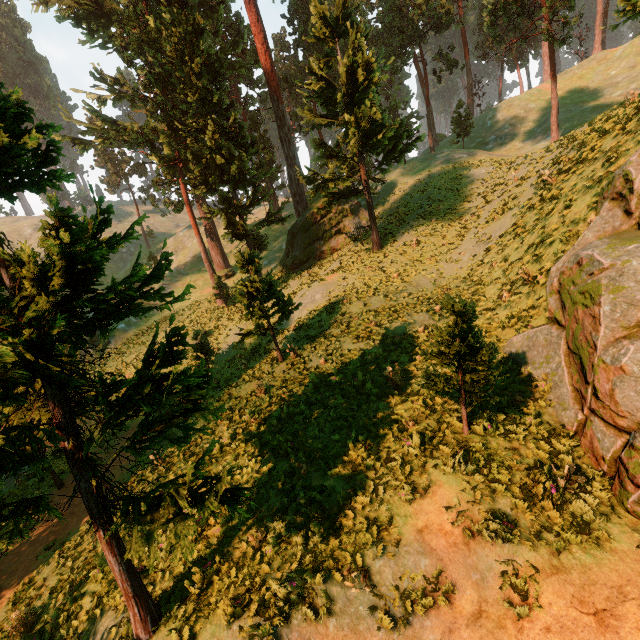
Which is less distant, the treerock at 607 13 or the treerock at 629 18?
the treerock at 629 18

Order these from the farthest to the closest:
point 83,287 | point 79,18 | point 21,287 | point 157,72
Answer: point 79,18 → point 157,72 → point 21,287 → point 83,287

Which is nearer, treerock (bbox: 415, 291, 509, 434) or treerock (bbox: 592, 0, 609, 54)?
treerock (bbox: 415, 291, 509, 434)

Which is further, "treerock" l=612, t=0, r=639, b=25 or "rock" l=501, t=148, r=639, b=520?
"treerock" l=612, t=0, r=639, b=25

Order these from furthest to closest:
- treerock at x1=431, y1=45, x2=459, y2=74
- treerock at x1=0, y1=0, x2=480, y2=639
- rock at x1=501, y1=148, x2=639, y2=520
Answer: treerock at x1=431, y1=45, x2=459, y2=74 < rock at x1=501, y1=148, x2=639, y2=520 < treerock at x1=0, y1=0, x2=480, y2=639

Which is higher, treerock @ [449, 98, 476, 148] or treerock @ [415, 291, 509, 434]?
treerock @ [449, 98, 476, 148]
